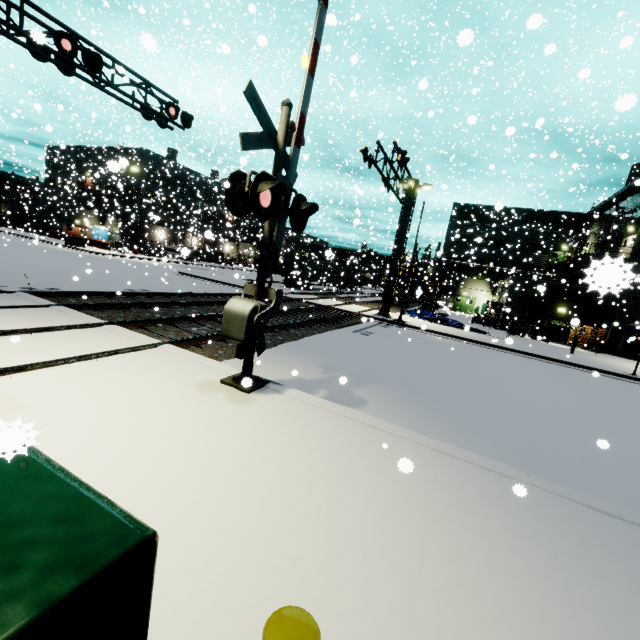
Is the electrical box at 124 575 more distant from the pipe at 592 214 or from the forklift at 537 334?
the forklift at 537 334

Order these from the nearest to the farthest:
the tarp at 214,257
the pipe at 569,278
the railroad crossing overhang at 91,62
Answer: the pipe at 569,278, the railroad crossing overhang at 91,62, the tarp at 214,257

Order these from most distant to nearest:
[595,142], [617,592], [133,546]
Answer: [595,142] → [617,592] → [133,546]

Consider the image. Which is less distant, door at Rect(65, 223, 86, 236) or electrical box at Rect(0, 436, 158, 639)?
electrical box at Rect(0, 436, 158, 639)

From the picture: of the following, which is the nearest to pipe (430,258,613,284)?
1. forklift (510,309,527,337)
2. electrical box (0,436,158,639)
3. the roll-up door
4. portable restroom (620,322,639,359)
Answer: forklift (510,309,527,337)

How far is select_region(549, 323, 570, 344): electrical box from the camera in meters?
27.1

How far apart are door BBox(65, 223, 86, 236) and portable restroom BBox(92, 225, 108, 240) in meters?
0.8

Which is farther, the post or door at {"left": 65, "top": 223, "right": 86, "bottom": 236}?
door at {"left": 65, "top": 223, "right": 86, "bottom": 236}
